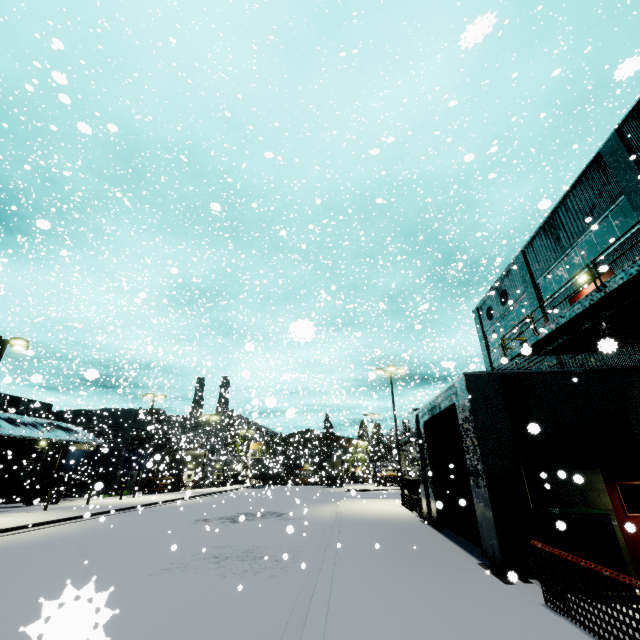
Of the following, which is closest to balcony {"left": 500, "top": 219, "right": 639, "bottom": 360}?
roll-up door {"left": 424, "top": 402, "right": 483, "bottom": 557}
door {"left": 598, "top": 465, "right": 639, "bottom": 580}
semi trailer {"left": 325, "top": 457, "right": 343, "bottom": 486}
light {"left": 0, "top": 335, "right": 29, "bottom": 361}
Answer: door {"left": 598, "top": 465, "right": 639, "bottom": 580}

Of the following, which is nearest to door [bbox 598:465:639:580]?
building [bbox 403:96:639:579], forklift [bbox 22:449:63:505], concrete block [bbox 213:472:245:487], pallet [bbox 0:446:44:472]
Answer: building [bbox 403:96:639:579]

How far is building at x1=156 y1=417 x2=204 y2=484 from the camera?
31.3 meters

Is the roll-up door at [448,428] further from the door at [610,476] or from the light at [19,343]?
the light at [19,343]

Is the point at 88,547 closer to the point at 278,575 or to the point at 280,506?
the point at 278,575

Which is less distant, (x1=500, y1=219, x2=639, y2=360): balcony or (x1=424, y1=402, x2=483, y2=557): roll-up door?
(x1=500, y1=219, x2=639, y2=360): balcony

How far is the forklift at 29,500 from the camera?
26.0m

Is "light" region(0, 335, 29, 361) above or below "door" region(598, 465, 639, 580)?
above
